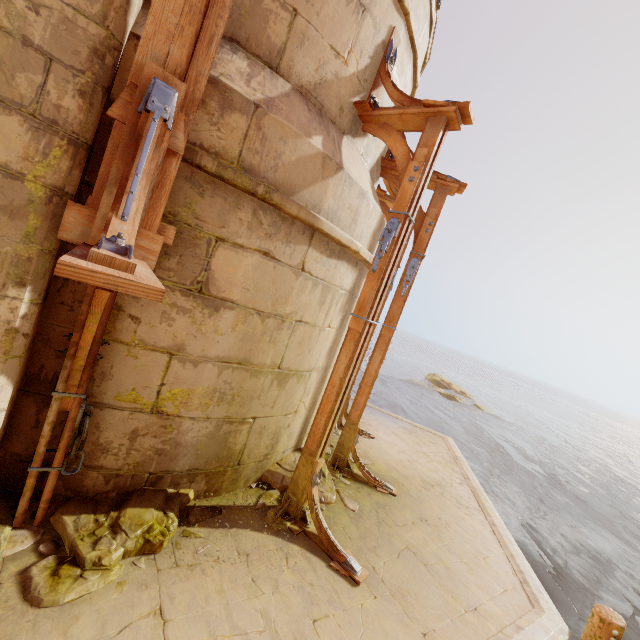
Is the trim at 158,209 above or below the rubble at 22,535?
above

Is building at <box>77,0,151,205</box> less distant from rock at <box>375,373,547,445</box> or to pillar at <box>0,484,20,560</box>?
pillar at <box>0,484,20,560</box>

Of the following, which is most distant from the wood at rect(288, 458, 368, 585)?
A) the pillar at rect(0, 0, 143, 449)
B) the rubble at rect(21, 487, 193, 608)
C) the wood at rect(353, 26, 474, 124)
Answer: the wood at rect(353, 26, 474, 124)

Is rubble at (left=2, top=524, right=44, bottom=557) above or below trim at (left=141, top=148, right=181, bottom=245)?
below

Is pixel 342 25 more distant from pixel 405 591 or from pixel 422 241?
pixel 405 591

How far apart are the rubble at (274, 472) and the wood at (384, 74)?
4.65m

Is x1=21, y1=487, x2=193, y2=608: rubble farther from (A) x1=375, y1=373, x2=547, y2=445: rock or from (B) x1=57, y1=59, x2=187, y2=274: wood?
(A) x1=375, y1=373, x2=547, y2=445: rock

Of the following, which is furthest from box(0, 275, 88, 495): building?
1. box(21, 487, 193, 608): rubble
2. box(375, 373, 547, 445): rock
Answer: box(375, 373, 547, 445): rock
